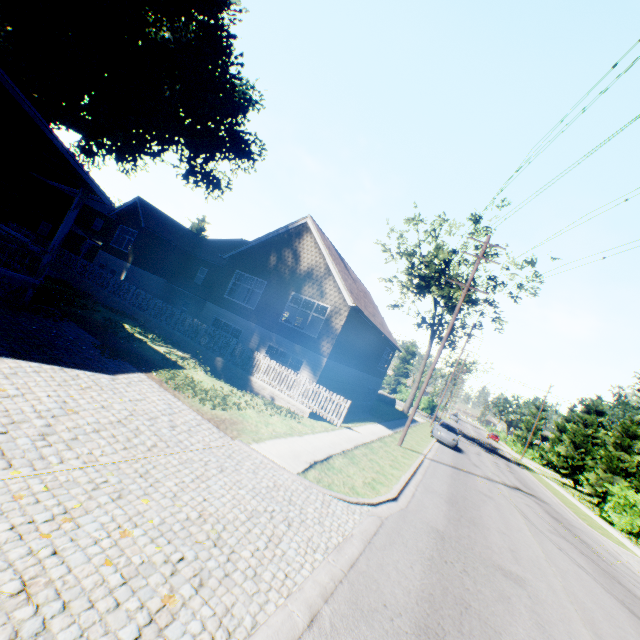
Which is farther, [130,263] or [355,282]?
[130,263]

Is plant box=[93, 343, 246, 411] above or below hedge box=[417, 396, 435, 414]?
below

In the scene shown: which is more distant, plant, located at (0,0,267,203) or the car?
the car

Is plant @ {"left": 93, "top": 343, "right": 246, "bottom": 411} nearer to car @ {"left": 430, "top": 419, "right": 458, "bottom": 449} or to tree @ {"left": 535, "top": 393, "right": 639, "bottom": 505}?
car @ {"left": 430, "top": 419, "right": 458, "bottom": 449}

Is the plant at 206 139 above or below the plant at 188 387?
above

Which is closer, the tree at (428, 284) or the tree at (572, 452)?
the tree at (572, 452)

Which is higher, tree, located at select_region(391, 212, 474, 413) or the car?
tree, located at select_region(391, 212, 474, 413)

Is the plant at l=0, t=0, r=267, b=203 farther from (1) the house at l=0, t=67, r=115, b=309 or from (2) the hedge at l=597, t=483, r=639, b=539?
(2) the hedge at l=597, t=483, r=639, b=539
